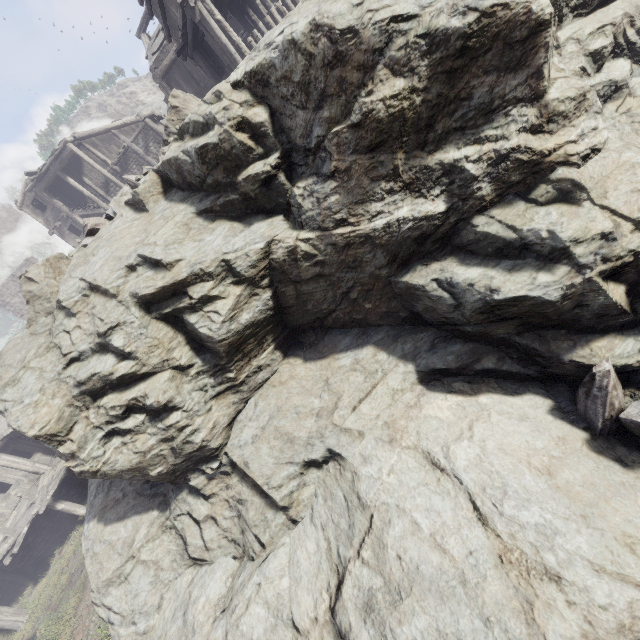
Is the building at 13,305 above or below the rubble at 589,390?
above

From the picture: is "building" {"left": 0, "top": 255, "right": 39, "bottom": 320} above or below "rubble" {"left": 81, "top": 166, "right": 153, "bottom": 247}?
above

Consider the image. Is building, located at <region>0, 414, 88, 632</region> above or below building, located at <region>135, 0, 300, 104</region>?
below

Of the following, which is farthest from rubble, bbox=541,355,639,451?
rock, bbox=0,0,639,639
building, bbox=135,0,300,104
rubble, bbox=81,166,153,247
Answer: rubble, bbox=81,166,153,247

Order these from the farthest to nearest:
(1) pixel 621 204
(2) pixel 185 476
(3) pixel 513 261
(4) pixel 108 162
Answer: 1. (4) pixel 108 162
2. (2) pixel 185 476
3. (3) pixel 513 261
4. (1) pixel 621 204

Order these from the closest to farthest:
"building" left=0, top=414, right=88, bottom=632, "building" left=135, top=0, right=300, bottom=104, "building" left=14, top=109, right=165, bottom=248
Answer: "building" left=135, top=0, right=300, bottom=104 → "building" left=0, top=414, right=88, bottom=632 → "building" left=14, top=109, right=165, bottom=248

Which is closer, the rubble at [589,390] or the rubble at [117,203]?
the rubble at [589,390]

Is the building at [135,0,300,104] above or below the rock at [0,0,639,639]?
above
